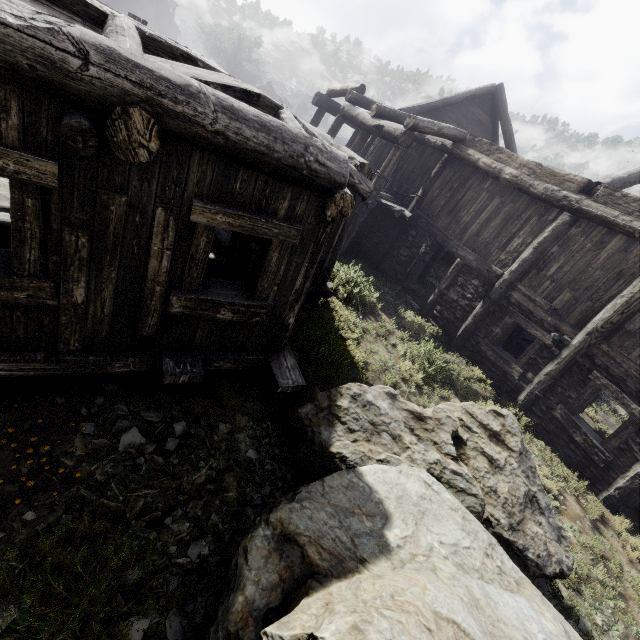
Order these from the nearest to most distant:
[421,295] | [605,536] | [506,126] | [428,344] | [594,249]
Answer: [605,536], [594,249], [428,344], [421,295], [506,126]
